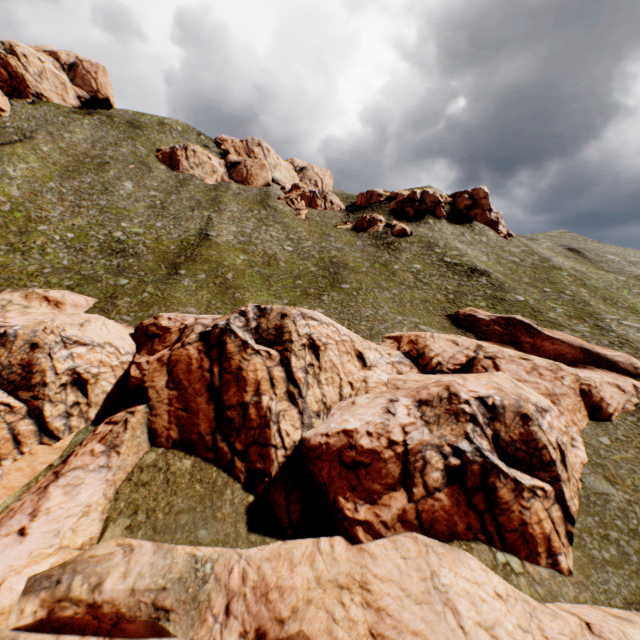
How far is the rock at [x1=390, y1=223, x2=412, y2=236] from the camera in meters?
57.0

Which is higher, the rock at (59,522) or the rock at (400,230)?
the rock at (400,230)

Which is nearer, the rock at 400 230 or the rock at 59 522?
the rock at 59 522

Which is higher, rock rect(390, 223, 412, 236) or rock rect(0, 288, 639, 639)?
rock rect(390, 223, 412, 236)

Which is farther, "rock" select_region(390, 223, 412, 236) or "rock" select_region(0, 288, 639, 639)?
"rock" select_region(390, 223, 412, 236)

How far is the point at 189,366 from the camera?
22.2 meters
